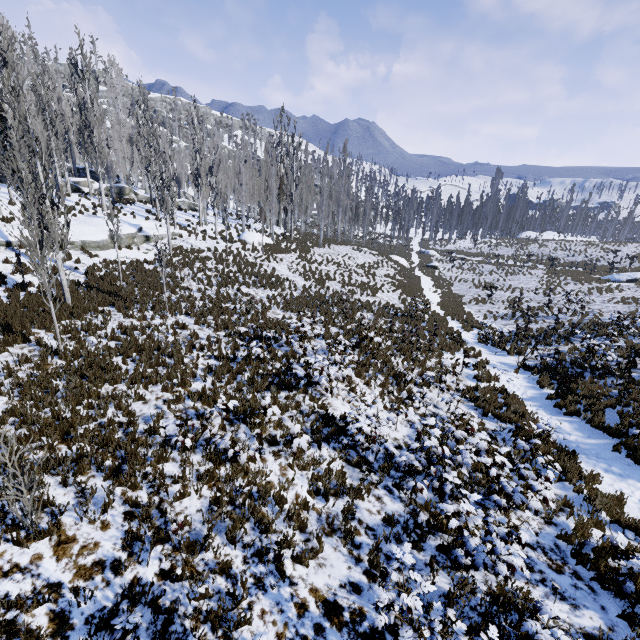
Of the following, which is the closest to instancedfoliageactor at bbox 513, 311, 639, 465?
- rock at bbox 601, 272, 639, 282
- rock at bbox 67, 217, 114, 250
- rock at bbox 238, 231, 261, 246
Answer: rock at bbox 67, 217, 114, 250

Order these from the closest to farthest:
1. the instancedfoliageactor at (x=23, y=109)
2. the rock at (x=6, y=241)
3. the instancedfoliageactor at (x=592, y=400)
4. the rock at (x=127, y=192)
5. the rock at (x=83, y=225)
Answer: the instancedfoliageactor at (x=23, y=109)
the instancedfoliageactor at (x=592, y=400)
the rock at (x=6, y=241)
the rock at (x=83, y=225)
the rock at (x=127, y=192)

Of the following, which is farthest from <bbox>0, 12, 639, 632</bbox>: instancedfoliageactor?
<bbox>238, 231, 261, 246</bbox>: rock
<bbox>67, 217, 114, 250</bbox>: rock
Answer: <bbox>238, 231, 261, 246</bbox>: rock

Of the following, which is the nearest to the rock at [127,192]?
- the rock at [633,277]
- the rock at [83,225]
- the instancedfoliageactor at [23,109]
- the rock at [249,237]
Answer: the instancedfoliageactor at [23,109]

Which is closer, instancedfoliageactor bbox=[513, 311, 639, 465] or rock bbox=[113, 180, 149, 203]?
instancedfoliageactor bbox=[513, 311, 639, 465]

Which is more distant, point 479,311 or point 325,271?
point 325,271

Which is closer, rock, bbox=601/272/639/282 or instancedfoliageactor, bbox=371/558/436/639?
instancedfoliageactor, bbox=371/558/436/639

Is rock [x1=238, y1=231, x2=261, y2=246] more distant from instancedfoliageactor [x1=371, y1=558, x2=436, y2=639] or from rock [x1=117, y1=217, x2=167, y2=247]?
rock [x1=117, y1=217, x2=167, y2=247]
